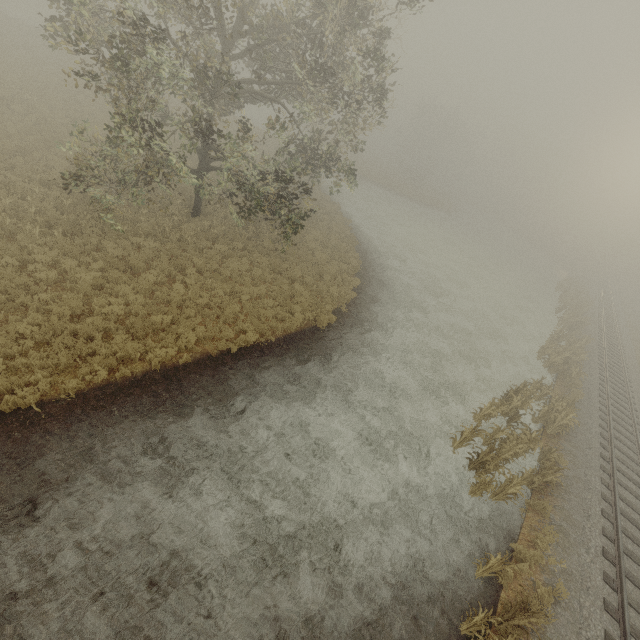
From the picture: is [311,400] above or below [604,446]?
below

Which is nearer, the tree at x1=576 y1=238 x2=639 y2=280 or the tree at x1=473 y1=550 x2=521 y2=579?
the tree at x1=473 y1=550 x2=521 y2=579

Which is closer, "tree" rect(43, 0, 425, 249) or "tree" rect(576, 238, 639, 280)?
"tree" rect(43, 0, 425, 249)

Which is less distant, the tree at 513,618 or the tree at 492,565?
the tree at 513,618

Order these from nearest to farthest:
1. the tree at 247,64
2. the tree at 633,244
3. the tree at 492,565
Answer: the tree at 492,565, the tree at 247,64, the tree at 633,244

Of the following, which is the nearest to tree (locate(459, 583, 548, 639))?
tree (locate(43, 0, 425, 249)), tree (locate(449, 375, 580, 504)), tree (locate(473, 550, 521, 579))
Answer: tree (locate(473, 550, 521, 579))

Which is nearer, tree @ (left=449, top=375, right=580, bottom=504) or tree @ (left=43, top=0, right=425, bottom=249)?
tree @ (left=43, top=0, right=425, bottom=249)

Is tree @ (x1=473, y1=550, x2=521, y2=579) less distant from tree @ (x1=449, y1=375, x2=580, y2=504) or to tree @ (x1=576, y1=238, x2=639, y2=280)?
tree @ (x1=449, y1=375, x2=580, y2=504)
